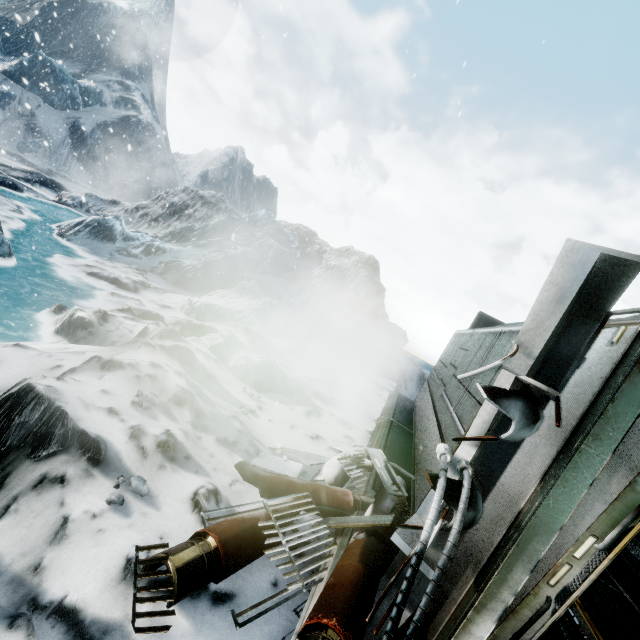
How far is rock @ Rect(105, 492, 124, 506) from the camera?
2.32m

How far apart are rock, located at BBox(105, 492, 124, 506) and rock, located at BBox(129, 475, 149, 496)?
0.2m

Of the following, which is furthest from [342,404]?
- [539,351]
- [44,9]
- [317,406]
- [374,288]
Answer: [44,9]

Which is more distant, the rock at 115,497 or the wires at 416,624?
the rock at 115,497

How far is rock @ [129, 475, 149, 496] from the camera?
2.5m

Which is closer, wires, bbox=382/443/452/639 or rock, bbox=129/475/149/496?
wires, bbox=382/443/452/639

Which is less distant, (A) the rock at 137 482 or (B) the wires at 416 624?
(B) the wires at 416 624

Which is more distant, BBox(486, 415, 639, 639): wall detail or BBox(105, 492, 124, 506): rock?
Answer: BBox(105, 492, 124, 506): rock
